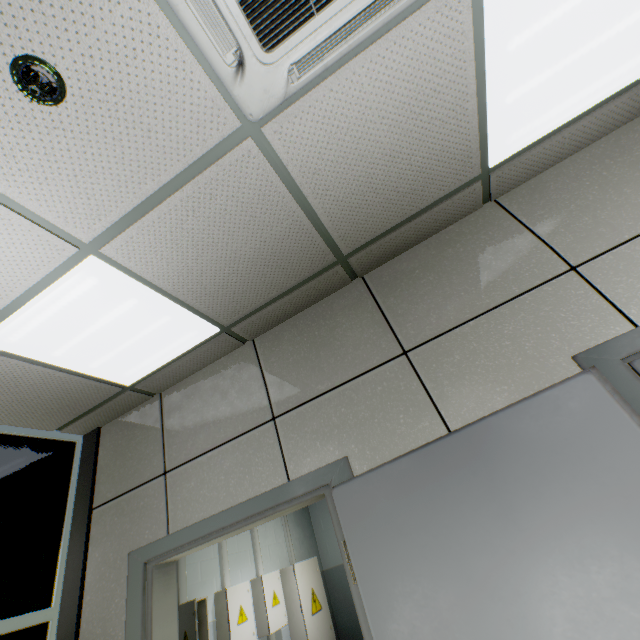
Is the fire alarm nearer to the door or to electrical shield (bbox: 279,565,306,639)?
the door

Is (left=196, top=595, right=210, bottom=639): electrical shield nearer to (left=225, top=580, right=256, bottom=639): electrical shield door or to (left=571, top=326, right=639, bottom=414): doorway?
(left=225, top=580, right=256, bottom=639): electrical shield door

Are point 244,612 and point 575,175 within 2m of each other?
no

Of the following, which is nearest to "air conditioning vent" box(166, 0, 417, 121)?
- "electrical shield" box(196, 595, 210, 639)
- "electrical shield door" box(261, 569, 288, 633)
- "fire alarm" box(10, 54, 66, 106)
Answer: "fire alarm" box(10, 54, 66, 106)

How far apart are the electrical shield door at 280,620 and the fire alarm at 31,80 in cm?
446

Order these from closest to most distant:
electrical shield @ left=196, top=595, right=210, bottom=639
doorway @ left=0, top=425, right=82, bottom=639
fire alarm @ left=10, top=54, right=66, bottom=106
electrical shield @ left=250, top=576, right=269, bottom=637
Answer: fire alarm @ left=10, top=54, right=66, bottom=106 → doorway @ left=0, top=425, right=82, bottom=639 → electrical shield @ left=196, top=595, right=210, bottom=639 → electrical shield @ left=250, top=576, right=269, bottom=637

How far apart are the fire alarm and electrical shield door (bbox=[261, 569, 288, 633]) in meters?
4.5

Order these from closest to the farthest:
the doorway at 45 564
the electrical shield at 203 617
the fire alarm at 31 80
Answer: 1. the fire alarm at 31 80
2. the doorway at 45 564
3. the electrical shield at 203 617
